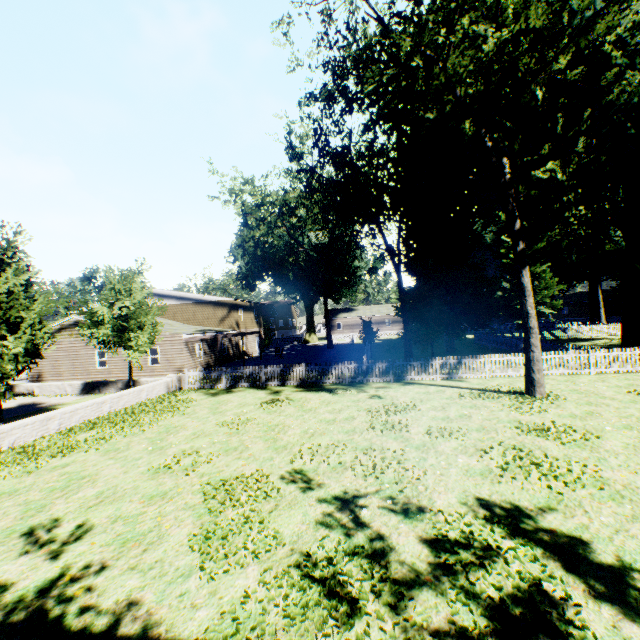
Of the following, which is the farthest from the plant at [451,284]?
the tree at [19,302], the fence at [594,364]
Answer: the tree at [19,302]

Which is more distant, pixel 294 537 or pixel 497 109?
pixel 497 109

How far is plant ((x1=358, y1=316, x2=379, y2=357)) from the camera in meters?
38.5

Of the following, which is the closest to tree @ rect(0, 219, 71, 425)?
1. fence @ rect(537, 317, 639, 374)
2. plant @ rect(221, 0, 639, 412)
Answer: fence @ rect(537, 317, 639, 374)

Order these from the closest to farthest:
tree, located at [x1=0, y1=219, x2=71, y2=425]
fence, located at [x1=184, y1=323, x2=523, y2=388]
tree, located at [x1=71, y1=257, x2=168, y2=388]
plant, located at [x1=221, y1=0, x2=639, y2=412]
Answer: plant, located at [x1=221, y1=0, x2=639, y2=412]
tree, located at [x1=0, y1=219, x2=71, y2=425]
fence, located at [x1=184, y1=323, x2=523, y2=388]
tree, located at [x1=71, y1=257, x2=168, y2=388]

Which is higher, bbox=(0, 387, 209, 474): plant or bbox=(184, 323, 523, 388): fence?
bbox=(184, 323, 523, 388): fence

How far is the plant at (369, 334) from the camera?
38.5m

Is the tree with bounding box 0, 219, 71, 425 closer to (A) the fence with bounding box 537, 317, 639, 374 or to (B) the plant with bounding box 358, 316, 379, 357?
(A) the fence with bounding box 537, 317, 639, 374
